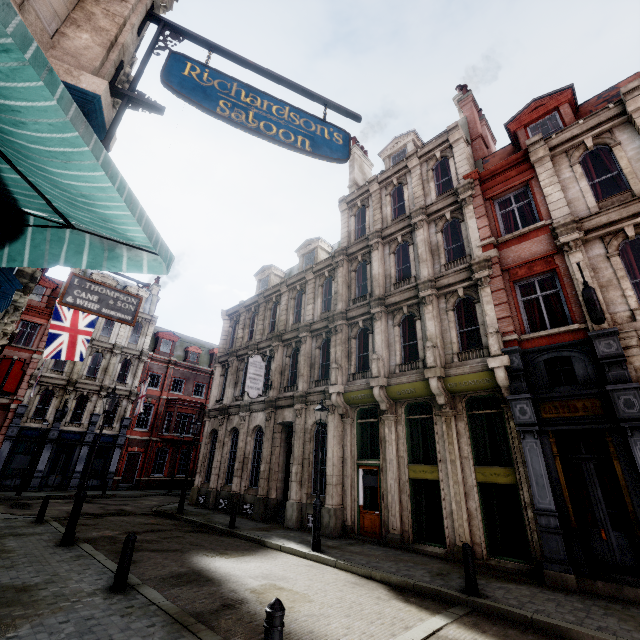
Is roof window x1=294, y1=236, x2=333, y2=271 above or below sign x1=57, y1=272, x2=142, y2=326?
above

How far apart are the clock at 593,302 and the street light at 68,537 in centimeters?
1492cm

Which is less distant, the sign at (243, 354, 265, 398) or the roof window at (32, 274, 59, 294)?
the sign at (243, 354, 265, 398)

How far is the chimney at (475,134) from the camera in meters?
17.1 m

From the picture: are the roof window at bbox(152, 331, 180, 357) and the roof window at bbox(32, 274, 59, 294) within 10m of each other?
yes

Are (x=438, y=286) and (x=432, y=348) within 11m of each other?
yes

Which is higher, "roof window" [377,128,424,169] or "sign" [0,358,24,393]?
"roof window" [377,128,424,169]

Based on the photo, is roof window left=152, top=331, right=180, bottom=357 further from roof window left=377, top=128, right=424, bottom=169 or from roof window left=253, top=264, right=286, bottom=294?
roof window left=377, top=128, right=424, bottom=169
